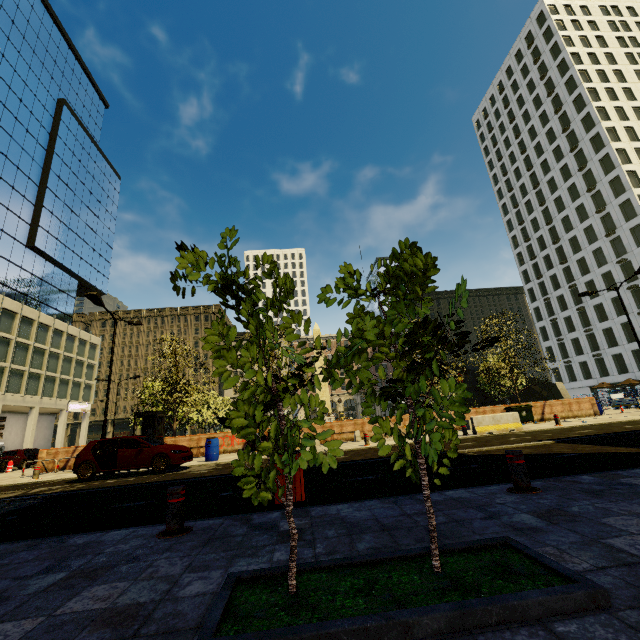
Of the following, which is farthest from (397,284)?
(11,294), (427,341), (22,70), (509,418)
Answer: (22,70)

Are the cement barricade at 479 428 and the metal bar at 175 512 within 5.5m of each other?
no

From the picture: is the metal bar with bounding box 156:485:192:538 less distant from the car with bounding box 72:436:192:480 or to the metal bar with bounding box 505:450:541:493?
the metal bar with bounding box 505:450:541:493

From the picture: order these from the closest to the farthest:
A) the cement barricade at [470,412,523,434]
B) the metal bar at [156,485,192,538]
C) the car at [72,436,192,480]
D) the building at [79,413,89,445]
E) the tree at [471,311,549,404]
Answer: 1. the metal bar at [156,485,192,538]
2. the car at [72,436,192,480]
3. the cement barricade at [470,412,523,434]
4. the tree at [471,311,549,404]
5. the building at [79,413,89,445]

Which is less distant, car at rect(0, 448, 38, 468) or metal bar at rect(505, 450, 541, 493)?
metal bar at rect(505, 450, 541, 493)

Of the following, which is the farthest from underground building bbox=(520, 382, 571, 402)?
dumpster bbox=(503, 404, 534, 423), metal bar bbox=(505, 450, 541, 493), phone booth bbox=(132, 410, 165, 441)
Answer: metal bar bbox=(505, 450, 541, 493)

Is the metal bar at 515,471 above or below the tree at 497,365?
below

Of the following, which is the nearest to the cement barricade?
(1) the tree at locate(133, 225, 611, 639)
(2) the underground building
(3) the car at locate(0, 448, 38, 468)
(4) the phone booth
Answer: (1) the tree at locate(133, 225, 611, 639)
